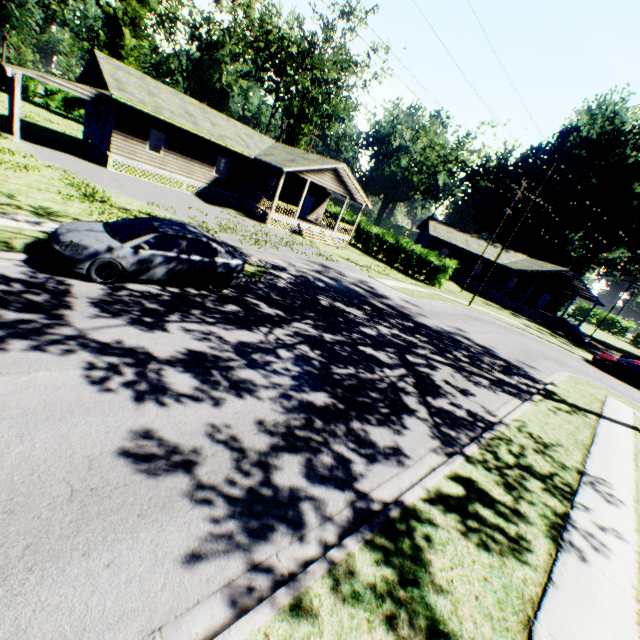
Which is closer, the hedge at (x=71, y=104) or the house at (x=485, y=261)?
the house at (x=485, y=261)

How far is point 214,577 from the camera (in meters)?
3.45

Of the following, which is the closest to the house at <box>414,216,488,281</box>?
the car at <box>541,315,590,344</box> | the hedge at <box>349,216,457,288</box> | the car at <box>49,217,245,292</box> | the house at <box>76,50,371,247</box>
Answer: the car at <box>541,315,590,344</box>

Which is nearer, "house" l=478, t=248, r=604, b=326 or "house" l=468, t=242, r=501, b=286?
"house" l=478, t=248, r=604, b=326

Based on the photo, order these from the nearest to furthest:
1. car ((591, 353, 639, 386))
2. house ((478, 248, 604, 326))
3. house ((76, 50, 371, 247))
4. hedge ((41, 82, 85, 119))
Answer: house ((76, 50, 371, 247)) → car ((591, 353, 639, 386)) → house ((478, 248, 604, 326)) → hedge ((41, 82, 85, 119))

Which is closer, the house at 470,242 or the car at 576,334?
the car at 576,334

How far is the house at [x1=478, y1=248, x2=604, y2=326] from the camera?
37.56m

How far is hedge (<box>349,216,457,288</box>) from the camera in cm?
3045
